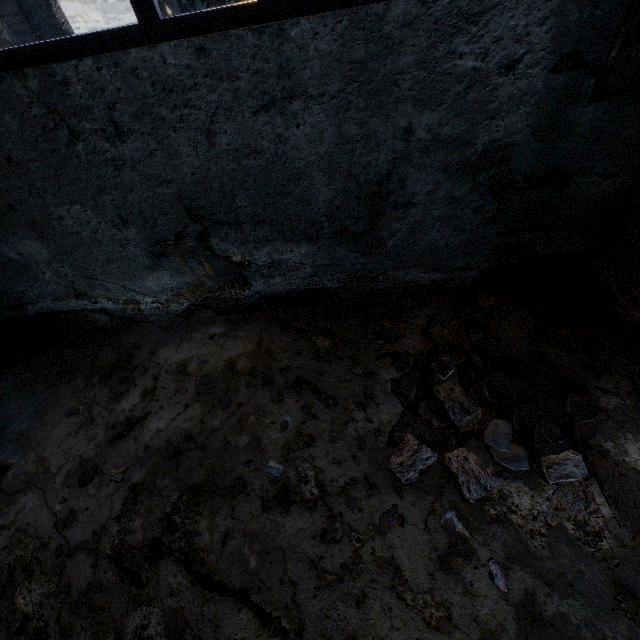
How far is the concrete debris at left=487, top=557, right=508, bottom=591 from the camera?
2.1 meters

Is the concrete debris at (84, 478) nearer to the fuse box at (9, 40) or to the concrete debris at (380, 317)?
the concrete debris at (380, 317)

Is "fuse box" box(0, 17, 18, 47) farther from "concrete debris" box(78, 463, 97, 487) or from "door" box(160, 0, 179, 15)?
"concrete debris" box(78, 463, 97, 487)

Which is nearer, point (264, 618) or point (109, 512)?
point (264, 618)

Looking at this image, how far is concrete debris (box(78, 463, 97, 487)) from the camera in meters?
2.9 m

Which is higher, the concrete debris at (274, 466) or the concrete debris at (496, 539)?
the concrete debris at (274, 466)

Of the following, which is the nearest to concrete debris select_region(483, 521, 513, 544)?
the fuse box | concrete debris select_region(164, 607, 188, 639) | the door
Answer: concrete debris select_region(164, 607, 188, 639)

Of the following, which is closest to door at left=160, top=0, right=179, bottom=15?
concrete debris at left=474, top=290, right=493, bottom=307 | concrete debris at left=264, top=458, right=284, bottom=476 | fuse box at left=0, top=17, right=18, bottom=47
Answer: fuse box at left=0, top=17, right=18, bottom=47
